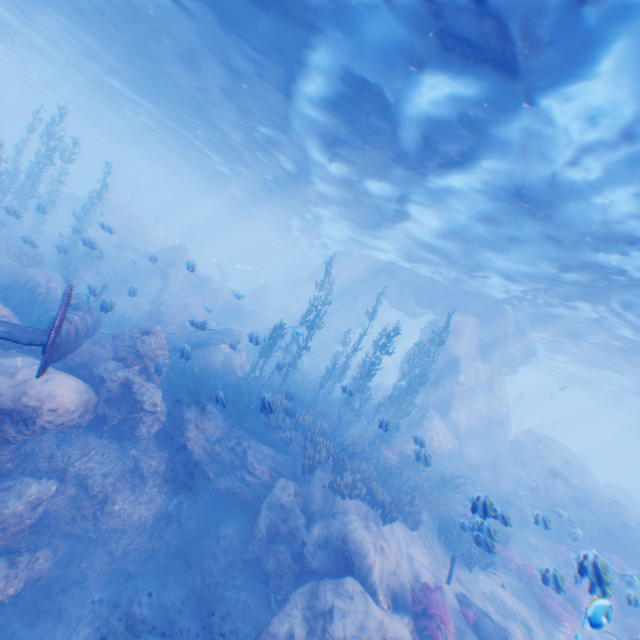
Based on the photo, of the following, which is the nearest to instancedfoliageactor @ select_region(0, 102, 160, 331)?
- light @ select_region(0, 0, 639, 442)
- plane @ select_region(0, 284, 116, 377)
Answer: plane @ select_region(0, 284, 116, 377)

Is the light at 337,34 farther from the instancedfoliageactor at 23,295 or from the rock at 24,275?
the instancedfoliageactor at 23,295

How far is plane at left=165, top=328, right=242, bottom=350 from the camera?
13.32m

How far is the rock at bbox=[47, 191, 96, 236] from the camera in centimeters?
2931cm

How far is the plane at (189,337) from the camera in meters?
13.3

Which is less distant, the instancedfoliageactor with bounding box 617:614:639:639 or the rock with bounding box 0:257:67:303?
the instancedfoliageactor with bounding box 617:614:639:639

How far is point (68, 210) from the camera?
30.3m
